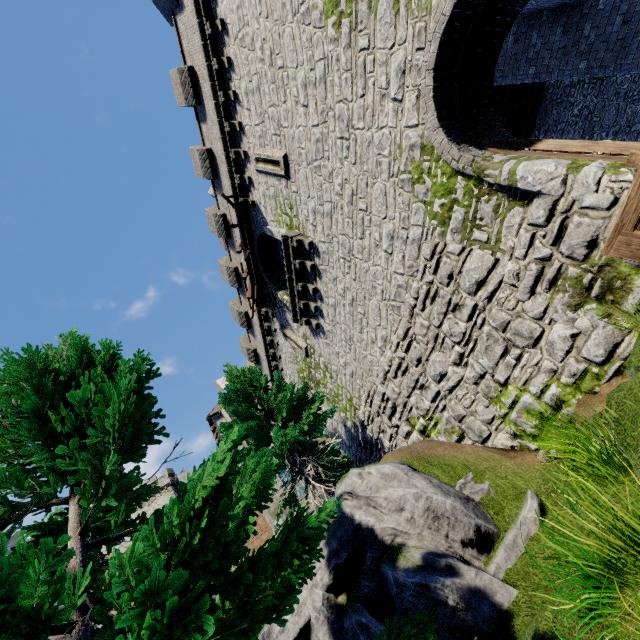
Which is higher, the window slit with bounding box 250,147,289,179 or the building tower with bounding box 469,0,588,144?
the window slit with bounding box 250,147,289,179

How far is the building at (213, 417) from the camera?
35.9 meters

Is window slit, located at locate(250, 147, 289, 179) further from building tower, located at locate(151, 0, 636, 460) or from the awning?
the awning

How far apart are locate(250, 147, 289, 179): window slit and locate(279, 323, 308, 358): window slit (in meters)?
7.42

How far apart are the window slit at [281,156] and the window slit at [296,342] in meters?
7.4

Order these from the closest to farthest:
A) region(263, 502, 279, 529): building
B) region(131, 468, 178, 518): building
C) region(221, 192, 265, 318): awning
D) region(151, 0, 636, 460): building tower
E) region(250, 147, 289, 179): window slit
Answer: region(151, 0, 636, 460): building tower
region(250, 147, 289, 179): window slit
region(221, 192, 265, 318): awning
region(263, 502, 279, 529): building
region(131, 468, 178, 518): building

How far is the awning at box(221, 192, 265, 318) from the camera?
14.1 meters

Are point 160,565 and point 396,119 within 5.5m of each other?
no
